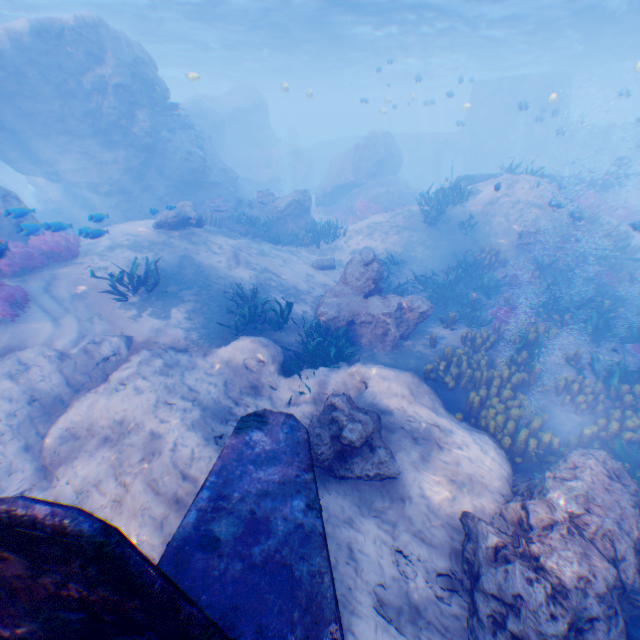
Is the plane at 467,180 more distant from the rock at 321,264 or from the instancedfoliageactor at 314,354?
the instancedfoliageactor at 314,354

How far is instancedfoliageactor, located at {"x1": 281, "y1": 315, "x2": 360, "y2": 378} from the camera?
8.1 meters

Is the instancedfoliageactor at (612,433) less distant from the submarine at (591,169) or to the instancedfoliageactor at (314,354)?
the submarine at (591,169)

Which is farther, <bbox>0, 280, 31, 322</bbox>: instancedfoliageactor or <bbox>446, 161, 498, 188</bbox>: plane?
<bbox>446, 161, 498, 188</bbox>: plane

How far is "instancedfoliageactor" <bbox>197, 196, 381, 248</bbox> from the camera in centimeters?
1592cm

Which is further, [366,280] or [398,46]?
[398,46]

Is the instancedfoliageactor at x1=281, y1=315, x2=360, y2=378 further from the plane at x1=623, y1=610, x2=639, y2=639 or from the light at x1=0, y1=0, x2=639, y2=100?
the light at x1=0, y1=0, x2=639, y2=100

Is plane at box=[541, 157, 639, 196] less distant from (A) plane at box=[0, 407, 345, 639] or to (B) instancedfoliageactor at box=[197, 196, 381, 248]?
(B) instancedfoliageactor at box=[197, 196, 381, 248]
